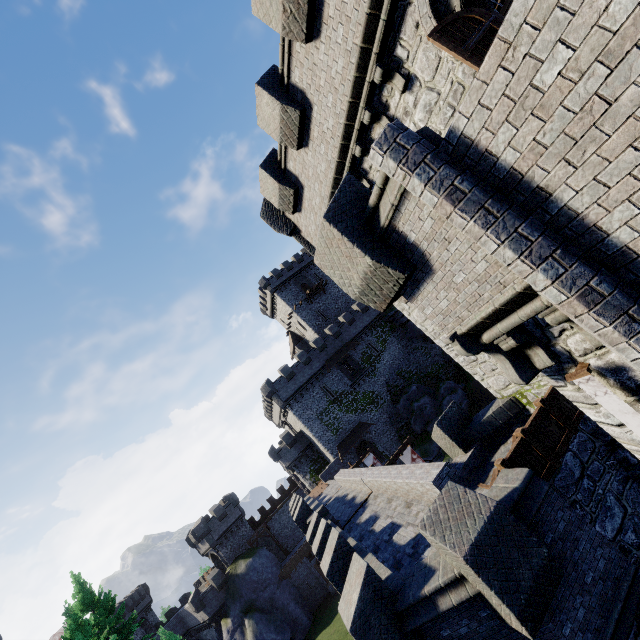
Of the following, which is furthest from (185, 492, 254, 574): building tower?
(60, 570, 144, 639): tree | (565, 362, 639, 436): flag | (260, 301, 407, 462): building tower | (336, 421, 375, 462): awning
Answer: (565, 362, 639, 436): flag

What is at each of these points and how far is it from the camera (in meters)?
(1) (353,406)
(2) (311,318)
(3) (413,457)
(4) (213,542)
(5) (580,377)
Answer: (1) building tower, 42.19
(2) building, 53.16
(3) flag, 21.50
(4) building tower, 42.62
(5) flag, 4.62

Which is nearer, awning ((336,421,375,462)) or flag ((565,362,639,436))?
flag ((565,362,639,436))

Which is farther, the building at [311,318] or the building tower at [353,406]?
the building at [311,318]

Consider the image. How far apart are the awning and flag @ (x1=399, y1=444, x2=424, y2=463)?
18.53m

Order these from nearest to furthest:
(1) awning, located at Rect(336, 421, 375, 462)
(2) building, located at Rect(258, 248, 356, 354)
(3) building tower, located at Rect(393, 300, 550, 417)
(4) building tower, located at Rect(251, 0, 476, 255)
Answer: (4) building tower, located at Rect(251, 0, 476, 255), (3) building tower, located at Rect(393, 300, 550, 417), (1) awning, located at Rect(336, 421, 375, 462), (2) building, located at Rect(258, 248, 356, 354)

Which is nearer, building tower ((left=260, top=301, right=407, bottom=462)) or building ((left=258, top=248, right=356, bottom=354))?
building tower ((left=260, top=301, right=407, bottom=462))

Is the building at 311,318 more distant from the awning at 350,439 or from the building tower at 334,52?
the building tower at 334,52
